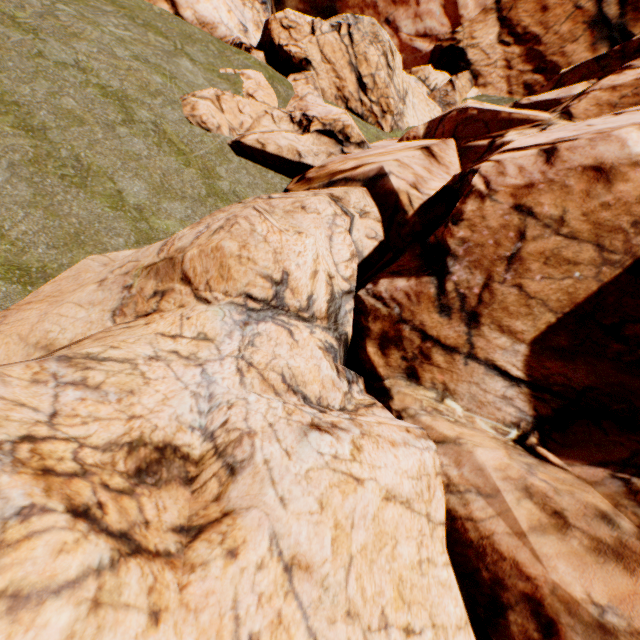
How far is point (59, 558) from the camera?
2.0m
